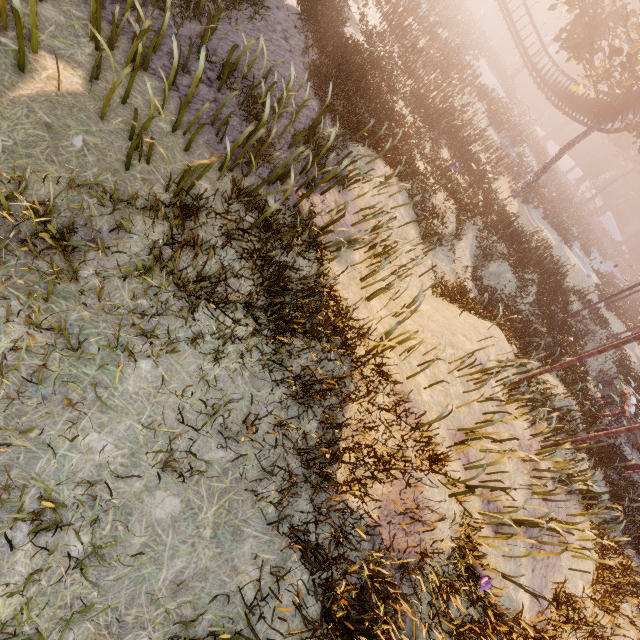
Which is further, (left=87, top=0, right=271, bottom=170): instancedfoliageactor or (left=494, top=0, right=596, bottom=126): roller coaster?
(left=494, top=0, right=596, bottom=126): roller coaster

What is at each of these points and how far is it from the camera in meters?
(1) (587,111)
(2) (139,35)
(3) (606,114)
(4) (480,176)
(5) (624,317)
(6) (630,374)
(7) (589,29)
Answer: (1) roller coaster, 24.8 m
(2) instancedfoliageactor, 4.9 m
(3) roller coaster, 21.4 m
(4) instancedfoliageactor, 20.1 m
(5) instancedfoliageactor, 30.0 m
(6) instancedfoliageactor, 20.2 m
(7) tree, 19.5 m

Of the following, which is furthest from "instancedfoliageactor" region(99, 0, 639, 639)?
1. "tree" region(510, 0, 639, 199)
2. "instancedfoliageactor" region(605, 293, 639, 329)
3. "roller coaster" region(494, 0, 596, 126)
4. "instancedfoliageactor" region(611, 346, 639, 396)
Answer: "instancedfoliageactor" region(605, 293, 639, 329)

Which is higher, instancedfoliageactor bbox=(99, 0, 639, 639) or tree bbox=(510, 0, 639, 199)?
tree bbox=(510, 0, 639, 199)

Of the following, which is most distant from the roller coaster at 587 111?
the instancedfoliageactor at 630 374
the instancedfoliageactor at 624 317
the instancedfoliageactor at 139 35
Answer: the instancedfoliageactor at 624 317

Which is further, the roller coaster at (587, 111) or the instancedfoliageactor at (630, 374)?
the roller coaster at (587, 111)

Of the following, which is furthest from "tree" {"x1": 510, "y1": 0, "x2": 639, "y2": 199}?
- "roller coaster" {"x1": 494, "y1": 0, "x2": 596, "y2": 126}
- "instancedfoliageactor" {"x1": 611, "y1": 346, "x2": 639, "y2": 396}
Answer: "instancedfoliageactor" {"x1": 611, "y1": 346, "x2": 639, "y2": 396}

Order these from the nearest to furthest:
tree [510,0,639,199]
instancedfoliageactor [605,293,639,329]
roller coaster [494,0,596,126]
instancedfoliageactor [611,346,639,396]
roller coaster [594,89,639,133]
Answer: instancedfoliageactor [611,346,639,396]
tree [510,0,639,199]
roller coaster [594,89,639,133]
roller coaster [494,0,596,126]
instancedfoliageactor [605,293,639,329]
